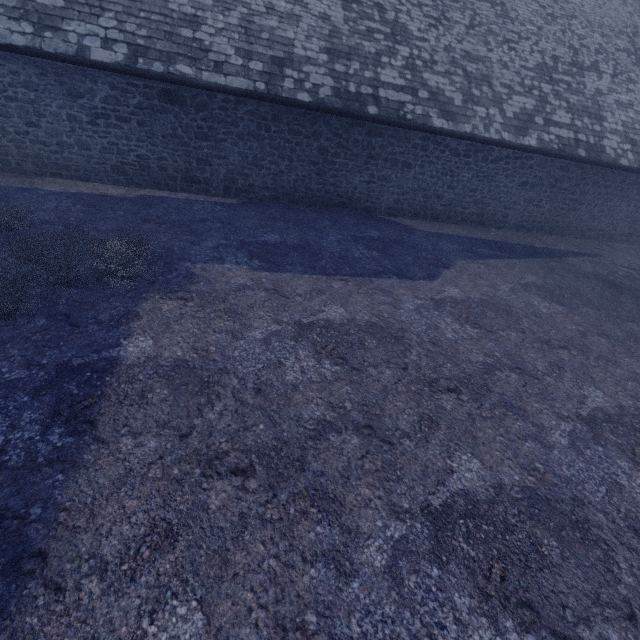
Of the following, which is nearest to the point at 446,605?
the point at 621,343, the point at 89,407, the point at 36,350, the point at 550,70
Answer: the point at 89,407
